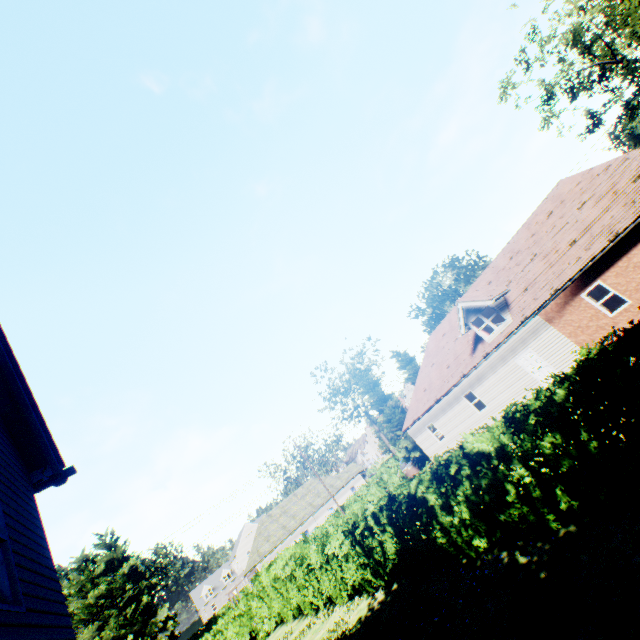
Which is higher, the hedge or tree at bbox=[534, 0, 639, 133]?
tree at bbox=[534, 0, 639, 133]

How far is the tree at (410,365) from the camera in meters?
35.5

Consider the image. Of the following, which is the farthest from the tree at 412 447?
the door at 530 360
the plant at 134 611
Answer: the door at 530 360

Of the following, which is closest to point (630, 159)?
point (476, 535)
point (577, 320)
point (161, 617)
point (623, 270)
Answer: point (623, 270)

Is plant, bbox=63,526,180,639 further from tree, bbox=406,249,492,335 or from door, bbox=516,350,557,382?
door, bbox=516,350,557,382

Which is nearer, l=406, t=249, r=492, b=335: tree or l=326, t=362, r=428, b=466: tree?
l=326, t=362, r=428, b=466: tree

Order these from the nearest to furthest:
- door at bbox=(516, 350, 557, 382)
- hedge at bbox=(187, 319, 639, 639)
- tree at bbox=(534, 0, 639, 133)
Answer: hedge at bbox=(187, 319, 639, 639)
door at bbox=(516, 350, 557, 382)
tree at bbox=(534, 0, 639, 133)

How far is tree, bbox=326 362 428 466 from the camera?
29.68m
